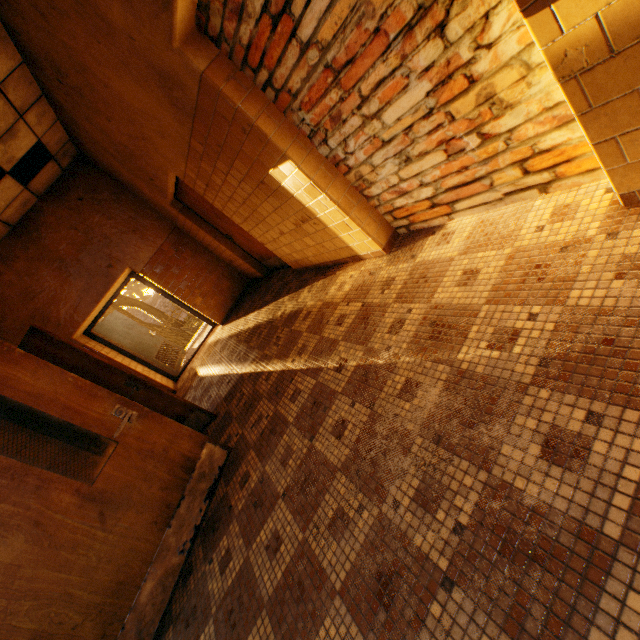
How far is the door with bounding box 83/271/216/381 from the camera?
7.2m

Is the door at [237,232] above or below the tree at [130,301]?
below

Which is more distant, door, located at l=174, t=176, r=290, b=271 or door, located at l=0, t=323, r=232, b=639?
door, located at l=174, t=176, r=290, b=271

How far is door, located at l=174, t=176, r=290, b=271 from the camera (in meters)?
5.09

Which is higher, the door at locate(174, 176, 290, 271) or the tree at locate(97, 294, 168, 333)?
the tree at locate(97, 294, 168, 333)

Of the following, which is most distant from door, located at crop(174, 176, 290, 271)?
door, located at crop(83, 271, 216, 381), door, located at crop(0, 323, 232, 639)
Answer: door, located at crop(83, 271, 216, 381)

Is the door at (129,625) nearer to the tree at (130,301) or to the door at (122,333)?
the door at (122,333)

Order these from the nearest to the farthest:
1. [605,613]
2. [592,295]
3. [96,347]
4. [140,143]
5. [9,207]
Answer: [605,613] < [592,295] < [140,143] < [9,207] < [96,347]
